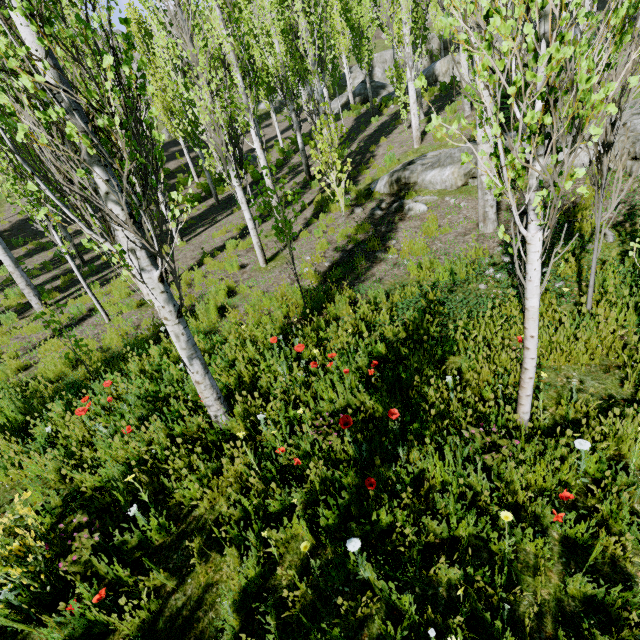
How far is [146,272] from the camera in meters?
3.1

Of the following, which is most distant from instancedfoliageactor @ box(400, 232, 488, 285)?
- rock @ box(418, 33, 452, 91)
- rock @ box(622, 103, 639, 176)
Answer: rock @ box(622, 103, 639, 176)

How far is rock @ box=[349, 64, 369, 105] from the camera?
26.3 meters

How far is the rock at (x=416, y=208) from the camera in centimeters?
795cm

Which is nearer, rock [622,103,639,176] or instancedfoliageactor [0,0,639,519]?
instancedfoliageactor [0,0,639,519]

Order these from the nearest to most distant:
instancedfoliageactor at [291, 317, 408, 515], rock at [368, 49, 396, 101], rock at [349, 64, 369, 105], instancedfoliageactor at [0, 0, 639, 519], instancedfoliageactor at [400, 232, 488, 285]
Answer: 1. instancedfoliageactor at [0, 0, 639, 519]
2. instancedfoliageactor at [291, 317, 408, 515]
3. instancedfoliageactor at [400, 232, 488, 285]
4. rock at [349, 64, 369, 105]
5. rock at [368, 49, 396, 101]

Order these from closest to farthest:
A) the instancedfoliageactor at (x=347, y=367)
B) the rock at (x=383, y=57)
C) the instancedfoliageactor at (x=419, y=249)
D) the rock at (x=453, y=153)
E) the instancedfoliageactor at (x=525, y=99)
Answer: the instancedfoliageactor at (x=525, y=99), the instancedfoliageactor at (x=347, y=367), the instancedfoliageactor at (x=419, y=249), the rock at (x=453, y=153), the rock at (x=383, y=57)

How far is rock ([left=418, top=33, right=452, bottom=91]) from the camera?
21.0 meters
